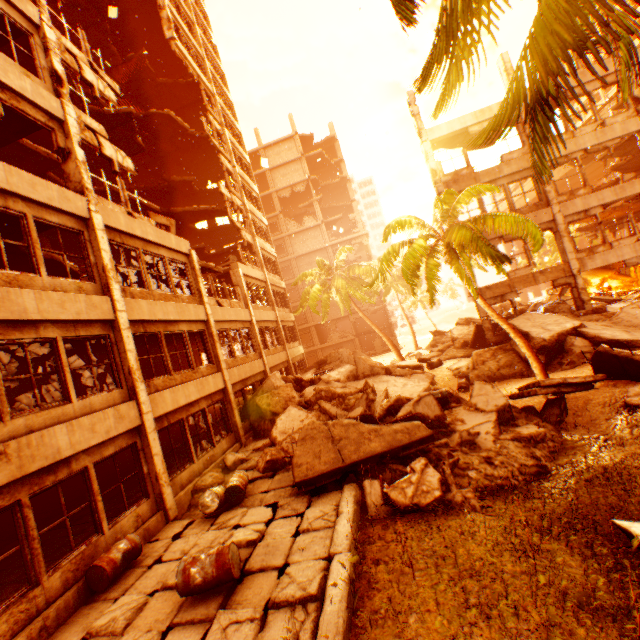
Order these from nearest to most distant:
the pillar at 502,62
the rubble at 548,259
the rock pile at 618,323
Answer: the rock pile at 618,323
the pillar at 502,62
the rubble at 548,259

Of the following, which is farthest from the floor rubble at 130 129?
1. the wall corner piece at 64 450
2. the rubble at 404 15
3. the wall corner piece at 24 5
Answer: the wall corner piece at 64 450

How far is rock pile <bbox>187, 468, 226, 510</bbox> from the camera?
9.6 meters

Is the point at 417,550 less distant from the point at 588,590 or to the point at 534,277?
the point at 588,590

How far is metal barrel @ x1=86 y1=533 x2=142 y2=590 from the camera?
6.36m

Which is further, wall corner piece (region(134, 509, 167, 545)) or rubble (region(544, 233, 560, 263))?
rubble (region(544, 233, 560, 263))

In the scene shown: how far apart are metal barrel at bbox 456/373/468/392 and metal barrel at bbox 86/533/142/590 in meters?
Answer: 13.4

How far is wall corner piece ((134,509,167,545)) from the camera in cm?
788
